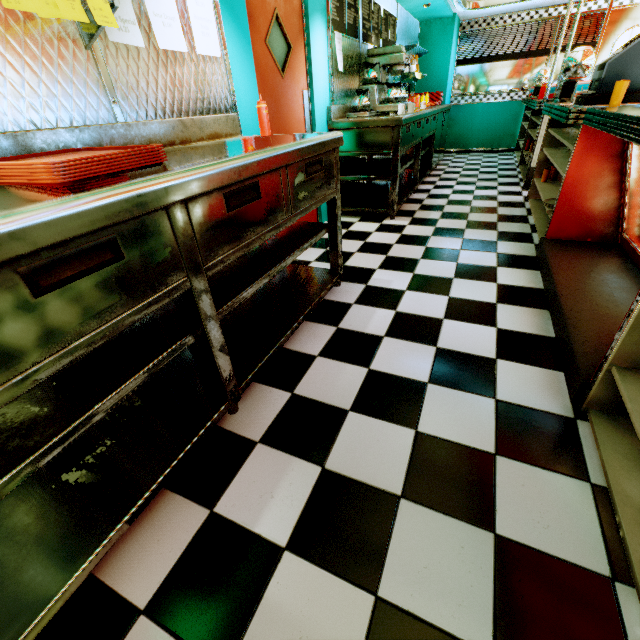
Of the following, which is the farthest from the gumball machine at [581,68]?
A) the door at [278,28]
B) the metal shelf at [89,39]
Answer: the metal shelf at [89,39]

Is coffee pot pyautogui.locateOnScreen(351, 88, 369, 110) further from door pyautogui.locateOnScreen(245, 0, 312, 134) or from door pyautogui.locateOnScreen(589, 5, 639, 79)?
door pyautogui.locateOnScreen(589, 5, 639, 79)

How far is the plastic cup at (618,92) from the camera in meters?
2.2

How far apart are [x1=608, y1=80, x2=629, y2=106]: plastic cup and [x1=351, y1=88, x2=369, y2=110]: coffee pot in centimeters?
244cm

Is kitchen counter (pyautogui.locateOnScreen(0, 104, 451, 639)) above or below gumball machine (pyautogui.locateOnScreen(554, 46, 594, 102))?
below

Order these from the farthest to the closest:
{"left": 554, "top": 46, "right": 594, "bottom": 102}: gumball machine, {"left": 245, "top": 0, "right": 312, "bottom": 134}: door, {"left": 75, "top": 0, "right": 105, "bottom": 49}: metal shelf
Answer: {"left": 554, "top": 46, "right": 594, "bottom": 102}: gumball machine, {"left": 245, "top": 0, "right": 312, "bottom": 134}: door, {"left": 75, "top": 0, "right": 105, "bottom": 49}: metal shelf

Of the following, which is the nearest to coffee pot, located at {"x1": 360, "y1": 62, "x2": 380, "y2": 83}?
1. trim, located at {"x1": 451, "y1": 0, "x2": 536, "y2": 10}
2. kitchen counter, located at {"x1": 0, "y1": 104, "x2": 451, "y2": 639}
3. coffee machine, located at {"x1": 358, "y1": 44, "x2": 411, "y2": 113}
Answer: coffee machine, located at {"x1": 358, "y1": 44, "x2": 411, "y2": 113}

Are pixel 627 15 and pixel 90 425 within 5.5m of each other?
no
